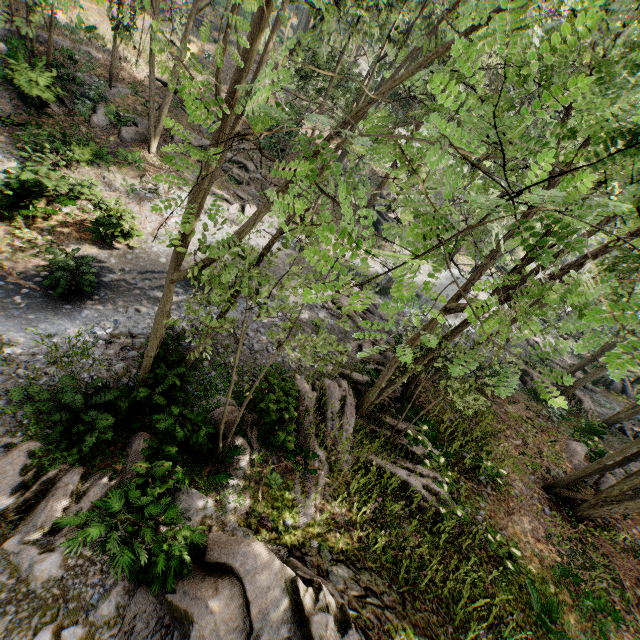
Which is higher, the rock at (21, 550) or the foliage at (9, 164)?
the rock at (21, 550)

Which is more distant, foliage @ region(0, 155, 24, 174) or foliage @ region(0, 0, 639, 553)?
foliage @ region(0, 155, 24, 174)

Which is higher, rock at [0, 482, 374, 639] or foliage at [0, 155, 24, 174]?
rock at [0, 482, 374, 639]

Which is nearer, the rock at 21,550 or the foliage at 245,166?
the foliage at 245,166

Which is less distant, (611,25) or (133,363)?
(611,25)

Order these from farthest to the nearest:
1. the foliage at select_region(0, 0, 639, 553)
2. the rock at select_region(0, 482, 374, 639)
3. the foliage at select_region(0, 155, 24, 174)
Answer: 1. the foliage at select_region(0, 155, 24, 174)
2. the rock at select_region(0, 482, 374, 639)
3. the foliage at select_region(0, 0, 639, 553)

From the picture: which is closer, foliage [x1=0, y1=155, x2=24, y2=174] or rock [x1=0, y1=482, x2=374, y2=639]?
rock [x1=0, y1=482, x2=374, y2=639]
